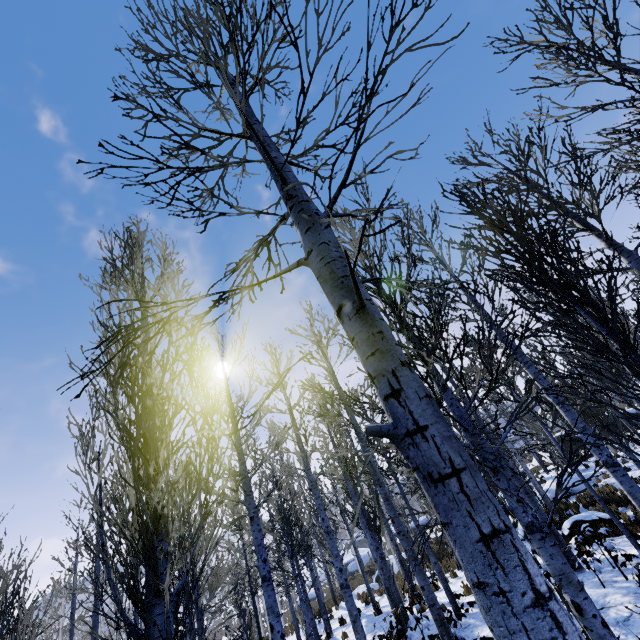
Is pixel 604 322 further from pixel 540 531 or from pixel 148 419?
pixel 148 419

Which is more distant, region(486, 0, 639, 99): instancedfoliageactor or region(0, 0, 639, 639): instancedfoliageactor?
region(486, 0, 639, 99): instancedfoliageactor

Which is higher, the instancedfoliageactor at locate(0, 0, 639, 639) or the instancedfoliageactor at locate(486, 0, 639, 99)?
the instancedfoliageactor at locate(486, 0, 639, 99)

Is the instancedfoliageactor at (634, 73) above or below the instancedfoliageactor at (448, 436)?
above

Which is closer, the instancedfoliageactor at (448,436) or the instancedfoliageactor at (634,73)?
the instancedfoliageactor at (448,436)
